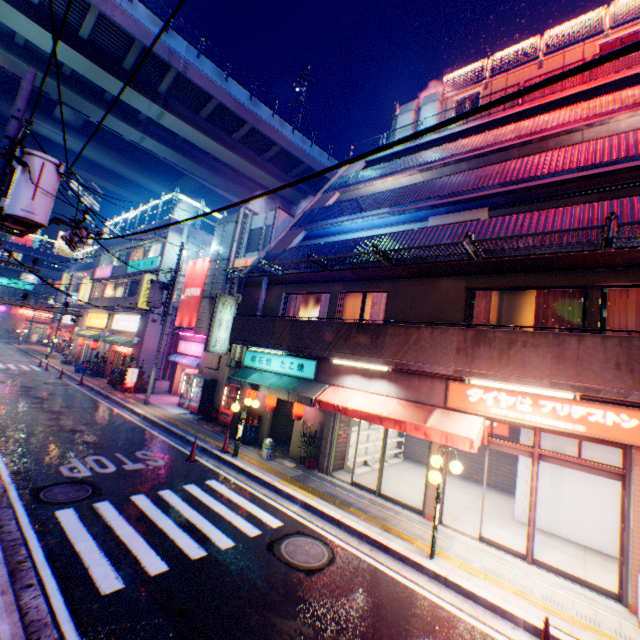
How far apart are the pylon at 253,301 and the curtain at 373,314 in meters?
4.7 m

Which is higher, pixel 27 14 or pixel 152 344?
pixel 27 14

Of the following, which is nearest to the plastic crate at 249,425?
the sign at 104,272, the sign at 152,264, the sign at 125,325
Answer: the sign at 125,325

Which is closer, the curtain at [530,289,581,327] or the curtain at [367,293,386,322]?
the curtain at [530,289,581,327]

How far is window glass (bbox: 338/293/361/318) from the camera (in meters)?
12.57

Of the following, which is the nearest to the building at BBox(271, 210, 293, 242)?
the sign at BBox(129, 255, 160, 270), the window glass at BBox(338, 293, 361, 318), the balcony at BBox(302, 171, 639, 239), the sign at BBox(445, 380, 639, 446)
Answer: the balcony at BBox(302, 171, 639, 239)

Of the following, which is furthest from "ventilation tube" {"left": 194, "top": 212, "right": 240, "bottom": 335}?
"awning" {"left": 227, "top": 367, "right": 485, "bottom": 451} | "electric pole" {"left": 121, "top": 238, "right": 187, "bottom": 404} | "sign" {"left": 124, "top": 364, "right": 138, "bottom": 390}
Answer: "awning" {"left": 227, "top": 367, "right": 485, "bottom": 451}

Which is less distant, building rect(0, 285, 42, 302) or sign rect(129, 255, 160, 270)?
sign rect(129, 255, 160, 270)
